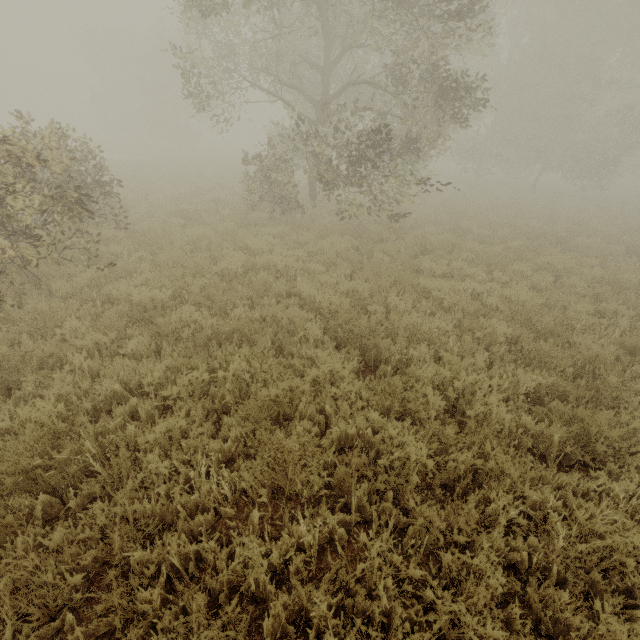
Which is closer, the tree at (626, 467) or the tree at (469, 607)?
the tree at (469, 607)

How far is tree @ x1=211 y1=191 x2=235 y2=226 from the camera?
11.0 meters

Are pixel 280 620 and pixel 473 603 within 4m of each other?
yes

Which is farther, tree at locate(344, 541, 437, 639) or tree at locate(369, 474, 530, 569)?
tree at locate(369, 474, 530, 569)

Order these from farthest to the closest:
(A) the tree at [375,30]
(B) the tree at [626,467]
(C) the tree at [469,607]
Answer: (A) the tree at [375,30] < (B) the tree at [626,467] < (C) the tree at [469,607]

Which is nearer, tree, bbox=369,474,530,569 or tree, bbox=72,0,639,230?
tree, bbox=369,474,530,569
